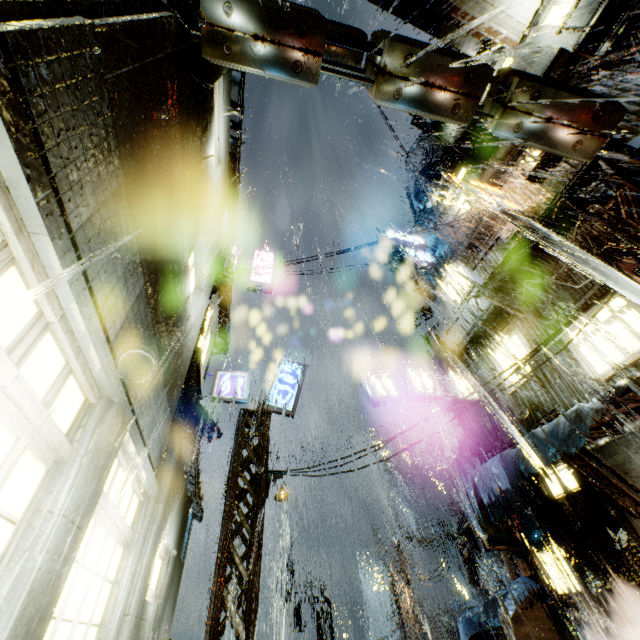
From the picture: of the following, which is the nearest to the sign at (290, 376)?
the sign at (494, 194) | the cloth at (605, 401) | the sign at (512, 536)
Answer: the cloth at (605, 401)

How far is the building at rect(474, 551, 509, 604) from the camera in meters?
53.7 m

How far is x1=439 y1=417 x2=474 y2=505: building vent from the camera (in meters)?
18.59

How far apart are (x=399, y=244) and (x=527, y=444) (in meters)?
14.38

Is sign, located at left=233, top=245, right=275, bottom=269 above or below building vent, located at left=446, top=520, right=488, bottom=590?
above

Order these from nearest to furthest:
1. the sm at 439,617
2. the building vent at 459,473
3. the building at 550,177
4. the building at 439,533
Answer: the building at 550,177
the building vent at 459,473
the building at 439,533
the sm at 439,617

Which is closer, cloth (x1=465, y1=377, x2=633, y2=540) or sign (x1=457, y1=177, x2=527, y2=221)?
cloth (x1=465, y1=377, x2=633, y2=540)

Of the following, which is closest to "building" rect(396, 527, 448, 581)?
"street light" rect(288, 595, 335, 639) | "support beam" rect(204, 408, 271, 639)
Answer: "support beam" rect(204, 408, 271, 639)
